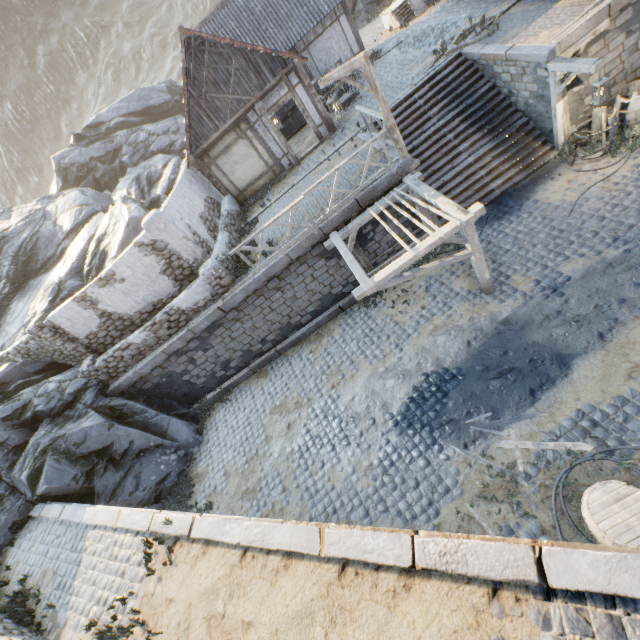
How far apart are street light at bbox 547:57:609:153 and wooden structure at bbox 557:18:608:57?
0.0 meters

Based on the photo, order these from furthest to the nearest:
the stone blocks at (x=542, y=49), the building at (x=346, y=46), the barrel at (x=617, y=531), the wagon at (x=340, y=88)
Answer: the wagon at (x=340, y=88)
the building at (x=346, y=46)
the stone blocks at (x=542, y=49)
the barrel at (x=617, y=531)

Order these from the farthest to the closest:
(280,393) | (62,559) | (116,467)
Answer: (280,393)
(116,467)
(62,559)

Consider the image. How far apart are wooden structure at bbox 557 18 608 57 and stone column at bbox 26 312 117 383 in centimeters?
1790cm

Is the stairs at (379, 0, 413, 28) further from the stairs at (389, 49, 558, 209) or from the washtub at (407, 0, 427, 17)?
the stairs at (389, 49, 558, 209)

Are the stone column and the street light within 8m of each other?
no

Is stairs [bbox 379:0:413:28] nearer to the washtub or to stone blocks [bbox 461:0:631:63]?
the washtub

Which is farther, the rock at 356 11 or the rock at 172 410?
the rock at 356 11
